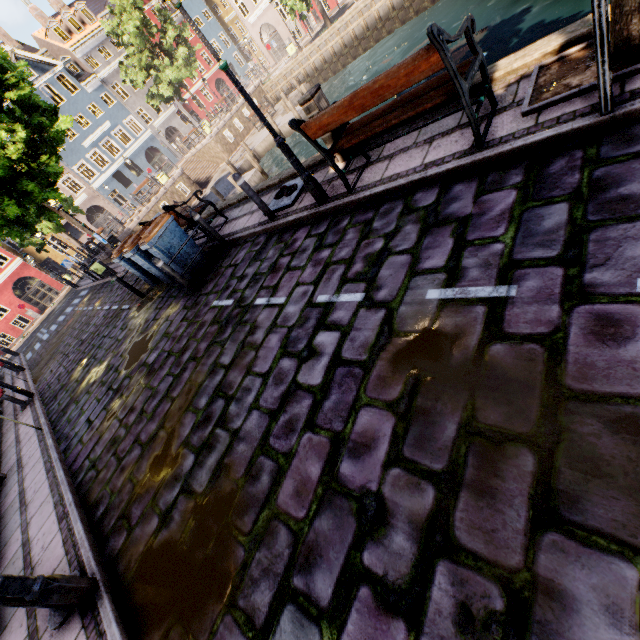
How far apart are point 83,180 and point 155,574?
42.1 meters

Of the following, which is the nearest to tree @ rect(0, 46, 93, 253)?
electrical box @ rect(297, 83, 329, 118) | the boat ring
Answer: electrical box @ rect(297, 83, 329, 118)

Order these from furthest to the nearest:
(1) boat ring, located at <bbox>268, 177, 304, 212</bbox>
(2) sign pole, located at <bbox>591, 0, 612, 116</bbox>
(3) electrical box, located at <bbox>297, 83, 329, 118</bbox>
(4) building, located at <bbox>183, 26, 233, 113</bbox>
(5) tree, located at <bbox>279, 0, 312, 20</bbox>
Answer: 1. (4) building, located at <bbox>183, 26, 233, 113</bbox>
2. (5) tree, located at <bbox>279, 0, 312, 20</bbox>
3. (1) boat ring, located at <bbox>268, 177, 304, 212</bbox>
4. (3) electrical box, located at <bbox>297, 83, 329, 118</bbox>
5. (2) sign pole, located at <bbox>591, 0, 612, 116</bbox>

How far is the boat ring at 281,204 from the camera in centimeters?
655cm

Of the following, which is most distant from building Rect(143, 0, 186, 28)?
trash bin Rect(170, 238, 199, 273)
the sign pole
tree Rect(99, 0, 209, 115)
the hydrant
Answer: the sign pole

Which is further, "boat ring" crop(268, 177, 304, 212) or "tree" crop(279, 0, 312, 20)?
"tree" crop(279, 0, 312, 20)

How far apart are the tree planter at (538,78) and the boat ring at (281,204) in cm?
399

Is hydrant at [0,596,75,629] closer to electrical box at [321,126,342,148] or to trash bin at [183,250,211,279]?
trash bin at [183,250,211,279]
